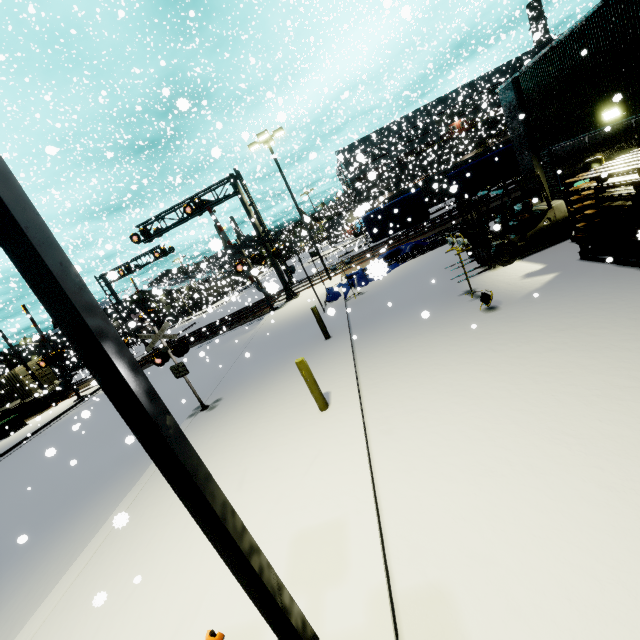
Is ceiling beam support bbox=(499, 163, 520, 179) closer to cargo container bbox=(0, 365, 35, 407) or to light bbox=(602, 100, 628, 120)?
light bbox=(602, 100, 628, 120)

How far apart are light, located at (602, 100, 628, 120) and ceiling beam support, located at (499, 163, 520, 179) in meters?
4.2

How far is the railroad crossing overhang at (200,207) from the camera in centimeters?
2023cm

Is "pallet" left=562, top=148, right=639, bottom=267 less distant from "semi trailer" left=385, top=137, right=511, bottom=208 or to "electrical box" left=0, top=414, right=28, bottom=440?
"semi trailer" left=385, top=137, right=511, bottom=208

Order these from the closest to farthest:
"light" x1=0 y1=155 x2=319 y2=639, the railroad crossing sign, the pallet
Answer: "light" x1=0 y1=155 x2=319 y2=639, the pallet, the railroad crossing sign

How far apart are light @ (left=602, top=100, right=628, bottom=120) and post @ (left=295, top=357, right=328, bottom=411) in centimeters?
945cm

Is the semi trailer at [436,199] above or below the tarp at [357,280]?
above

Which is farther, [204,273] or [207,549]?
[204,273]
